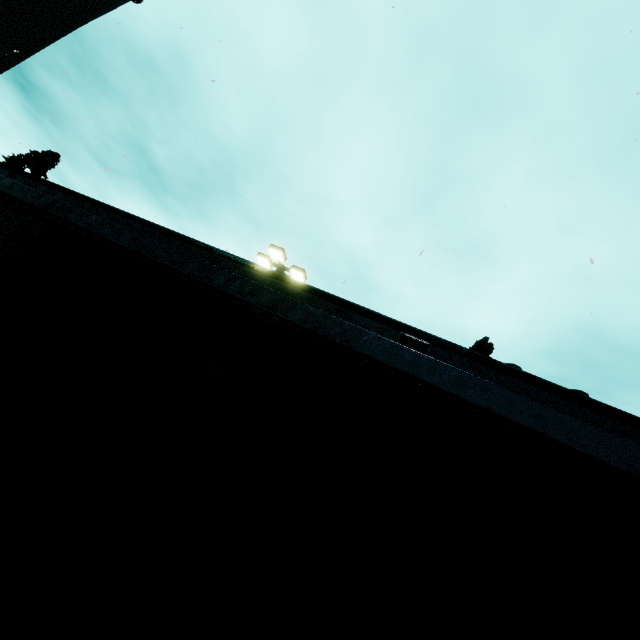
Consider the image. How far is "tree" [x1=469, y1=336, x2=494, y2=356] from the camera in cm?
1712

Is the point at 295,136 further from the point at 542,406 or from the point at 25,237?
the point at 542,406

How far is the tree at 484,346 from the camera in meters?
17.1 m

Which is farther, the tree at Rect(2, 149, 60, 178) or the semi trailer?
the tree at Rect(2, 149, 60, 178)

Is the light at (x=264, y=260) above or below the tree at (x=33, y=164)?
below

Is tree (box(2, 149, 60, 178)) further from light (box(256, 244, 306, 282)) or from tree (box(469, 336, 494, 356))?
light (box(256, 244, 306, 282))

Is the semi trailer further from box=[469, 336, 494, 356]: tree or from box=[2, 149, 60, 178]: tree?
box=[2, 149, 60, 178]: tree
